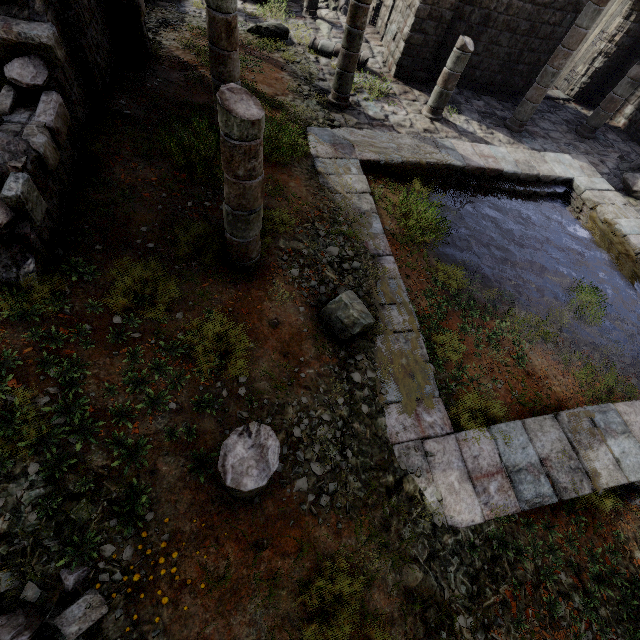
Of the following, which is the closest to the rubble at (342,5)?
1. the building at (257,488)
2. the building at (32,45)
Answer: the building at (32,45)

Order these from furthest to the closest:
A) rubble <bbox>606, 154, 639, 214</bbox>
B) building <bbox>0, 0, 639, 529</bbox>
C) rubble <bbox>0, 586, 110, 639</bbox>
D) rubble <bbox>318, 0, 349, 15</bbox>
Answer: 1. rubble <bbox>318, 0, 349, 15</bbox>
2. rubble <bbox>606, 154, 639, 214</bbox>
3. building <bbox>0, 0, 639, 529</bbox>
4. rubble <bbox>0, 586, 110, 639</bbox>

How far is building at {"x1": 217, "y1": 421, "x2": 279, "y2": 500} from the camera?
2.7 meters

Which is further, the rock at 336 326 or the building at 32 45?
the rock at 336 326

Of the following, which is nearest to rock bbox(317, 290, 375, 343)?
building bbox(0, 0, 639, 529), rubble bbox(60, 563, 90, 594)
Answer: building bbox(0, 0, 639, 529)

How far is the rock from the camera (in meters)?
5.27

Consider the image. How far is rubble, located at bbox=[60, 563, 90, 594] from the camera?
2.9m

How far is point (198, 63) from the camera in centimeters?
935cm
